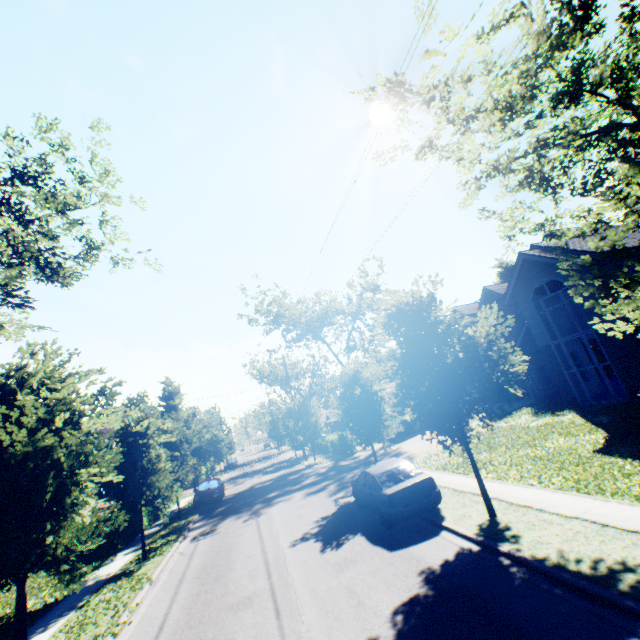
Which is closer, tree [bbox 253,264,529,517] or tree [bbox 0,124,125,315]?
tree [bbox 253,264,529,517]

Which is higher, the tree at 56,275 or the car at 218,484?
the tree at 56,275

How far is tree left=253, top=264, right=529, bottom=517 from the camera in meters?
8.9

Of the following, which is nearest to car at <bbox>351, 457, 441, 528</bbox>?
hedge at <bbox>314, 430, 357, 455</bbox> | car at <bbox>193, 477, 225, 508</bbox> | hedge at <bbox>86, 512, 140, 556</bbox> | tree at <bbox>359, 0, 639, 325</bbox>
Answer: tree at <bbox>359, 0, 639, 325</bbox>

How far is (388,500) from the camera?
9.78m

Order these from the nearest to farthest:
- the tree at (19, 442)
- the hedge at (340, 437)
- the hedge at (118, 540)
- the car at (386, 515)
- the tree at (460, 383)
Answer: the tree at (19, 442), the tree at (460, 383), the car at (386, 515), the hedge at (118, 540), the hedge at (340, 437)

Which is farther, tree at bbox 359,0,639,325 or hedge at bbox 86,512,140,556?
hedge at bbox 86,512,140,556
